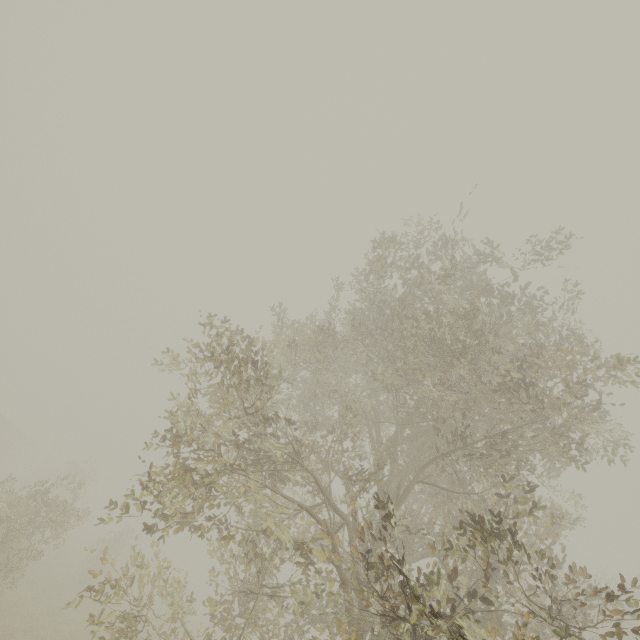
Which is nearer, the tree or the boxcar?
the tree

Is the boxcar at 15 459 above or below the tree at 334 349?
below

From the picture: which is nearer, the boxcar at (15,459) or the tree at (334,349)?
the tree at (334,349)

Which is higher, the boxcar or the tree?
the tree

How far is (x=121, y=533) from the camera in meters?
23.2 m
